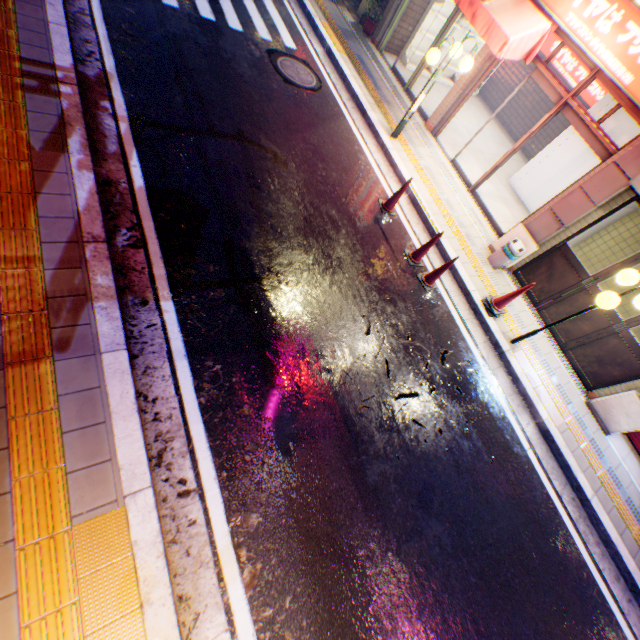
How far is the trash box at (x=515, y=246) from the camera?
7.0m

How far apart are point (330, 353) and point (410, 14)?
11.8m

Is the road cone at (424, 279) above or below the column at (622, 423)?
below

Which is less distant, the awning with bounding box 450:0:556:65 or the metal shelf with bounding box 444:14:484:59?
the awning with bounding box 450:0:556:65

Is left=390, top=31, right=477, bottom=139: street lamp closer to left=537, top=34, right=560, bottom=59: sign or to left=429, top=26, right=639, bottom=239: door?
left=429, top=26, right=639, bottom=239: door

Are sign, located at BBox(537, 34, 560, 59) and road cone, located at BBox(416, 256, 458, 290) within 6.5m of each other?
no

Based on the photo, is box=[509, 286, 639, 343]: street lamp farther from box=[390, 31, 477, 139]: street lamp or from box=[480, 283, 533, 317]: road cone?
box=[390, 31, 477, 139]: street lamp

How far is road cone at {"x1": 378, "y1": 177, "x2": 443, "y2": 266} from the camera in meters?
6.2 m
